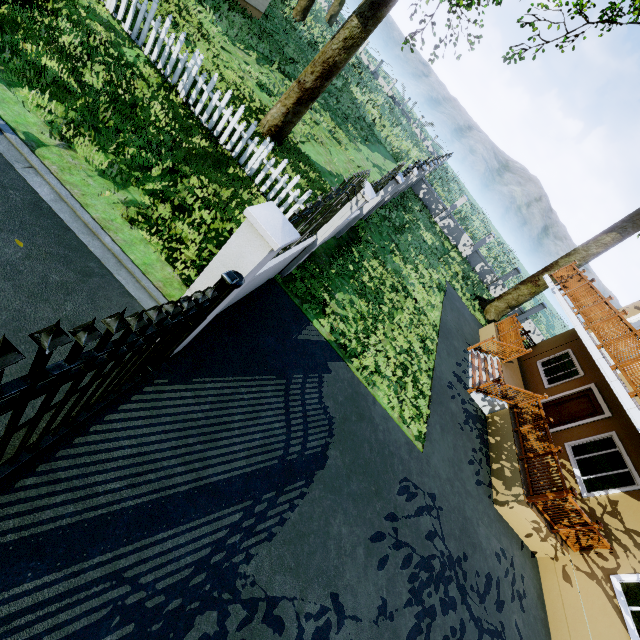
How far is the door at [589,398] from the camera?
10.97m

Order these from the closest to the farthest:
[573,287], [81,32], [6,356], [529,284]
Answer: [6,356]
[81,32]
[573,287]
[529,284]

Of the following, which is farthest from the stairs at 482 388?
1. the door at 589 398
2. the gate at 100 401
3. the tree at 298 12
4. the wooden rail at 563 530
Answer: the gate at 100 401

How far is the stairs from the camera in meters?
10.5

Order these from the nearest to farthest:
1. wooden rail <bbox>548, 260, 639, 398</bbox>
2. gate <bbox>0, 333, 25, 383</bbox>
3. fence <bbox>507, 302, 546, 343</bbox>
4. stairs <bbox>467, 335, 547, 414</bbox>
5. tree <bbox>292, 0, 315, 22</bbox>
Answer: gate <bbox>0, 333, 25, 383</bbox> → wooden rail <bbox>548, 260, 639, 398</bbox> → stairs <bbox>467, 335, 547, 414</bbox> → tree <bbox>292, 0, 315, 22</bbox> → fence <bbox>507, 302, 546, 343</bbox>

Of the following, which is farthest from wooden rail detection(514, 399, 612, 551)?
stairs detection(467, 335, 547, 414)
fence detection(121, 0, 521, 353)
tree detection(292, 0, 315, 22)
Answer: tree detection(292, 0, 315, 22)

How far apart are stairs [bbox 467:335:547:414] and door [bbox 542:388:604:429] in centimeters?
204cm

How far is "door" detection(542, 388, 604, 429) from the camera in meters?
11.0
